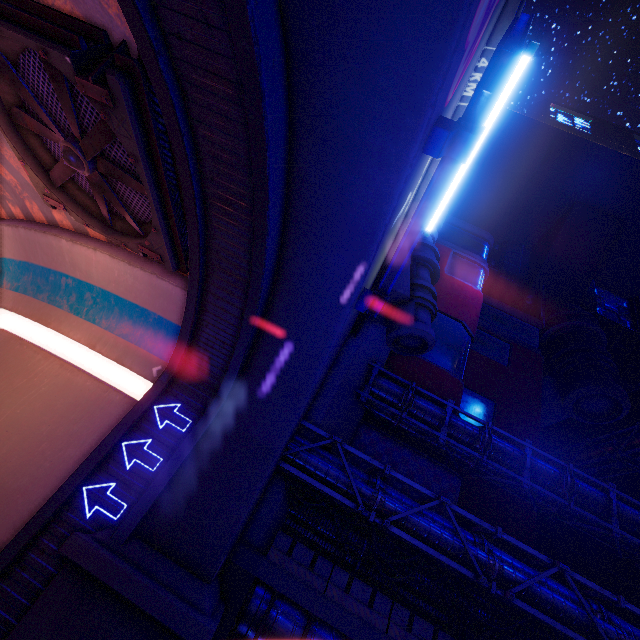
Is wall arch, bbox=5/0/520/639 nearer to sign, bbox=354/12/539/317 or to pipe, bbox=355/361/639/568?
sign, bbox=354/12/539/317

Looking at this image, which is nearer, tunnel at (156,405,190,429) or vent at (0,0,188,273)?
vent at (0,0,188,273)

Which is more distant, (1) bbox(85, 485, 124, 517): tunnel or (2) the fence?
(2) the fence

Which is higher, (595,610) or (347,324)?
(347,324)

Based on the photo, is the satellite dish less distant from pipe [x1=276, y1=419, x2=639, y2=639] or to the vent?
pipe [x1=276, y1=419, x2=639, y2=639]

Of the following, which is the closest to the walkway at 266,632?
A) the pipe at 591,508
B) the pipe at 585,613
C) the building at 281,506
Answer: the building at 281,506

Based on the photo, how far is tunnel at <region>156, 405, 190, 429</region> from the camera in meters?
10.9

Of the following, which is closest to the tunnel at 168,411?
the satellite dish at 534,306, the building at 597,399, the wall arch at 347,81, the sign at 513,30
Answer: the wall arch at 347,81
